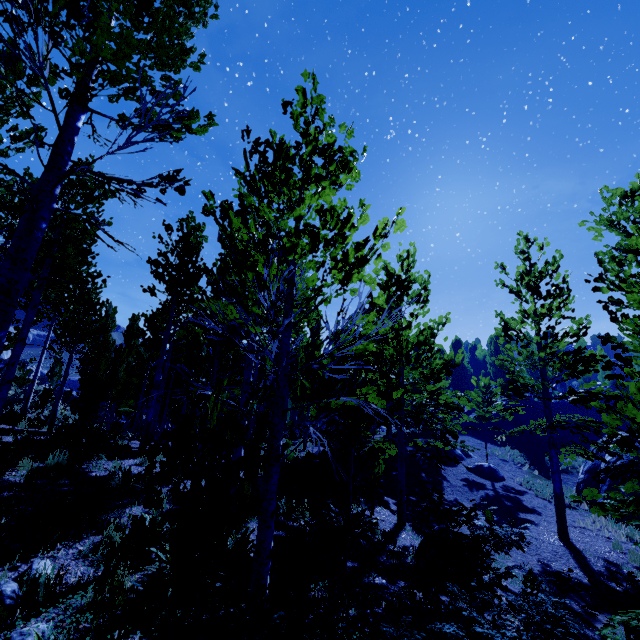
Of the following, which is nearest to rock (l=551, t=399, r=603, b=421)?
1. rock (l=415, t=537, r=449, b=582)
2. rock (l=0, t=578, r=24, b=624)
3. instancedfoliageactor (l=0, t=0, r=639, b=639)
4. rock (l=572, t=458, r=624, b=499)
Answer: instancedfoliageactor (l=0, t=0, r=639, b=639)

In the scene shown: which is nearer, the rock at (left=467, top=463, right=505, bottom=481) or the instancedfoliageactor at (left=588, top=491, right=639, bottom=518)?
the instancedfoliageactor at (left=588, top=491, right=639, bottom=518)

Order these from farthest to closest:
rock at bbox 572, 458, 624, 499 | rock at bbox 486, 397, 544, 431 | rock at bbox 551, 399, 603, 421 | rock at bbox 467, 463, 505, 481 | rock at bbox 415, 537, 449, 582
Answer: rock at bbox 551, 399, 603, 421 < rock at bbox 486, 397, 544, 431 < rock at bbox 467, 463, 505, 481 < rock at bbox 572, 458, 624, 499 < rock at bbox 415, 537, 449, 582

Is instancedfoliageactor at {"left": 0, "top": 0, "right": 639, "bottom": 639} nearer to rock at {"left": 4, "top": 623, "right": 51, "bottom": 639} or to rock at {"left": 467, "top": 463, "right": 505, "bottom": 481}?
rock at {"left": 4, "top": 623, "right": 51, "bottom": 639}

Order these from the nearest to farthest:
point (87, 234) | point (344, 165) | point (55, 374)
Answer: point (344, 165), point (87, 234), point (55, 374)

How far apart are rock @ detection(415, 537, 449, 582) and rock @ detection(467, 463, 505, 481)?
12.1 meters

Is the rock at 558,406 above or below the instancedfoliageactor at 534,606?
above

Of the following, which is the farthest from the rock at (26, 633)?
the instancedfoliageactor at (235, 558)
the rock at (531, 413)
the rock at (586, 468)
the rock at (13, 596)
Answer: the rock at (531, 413)
